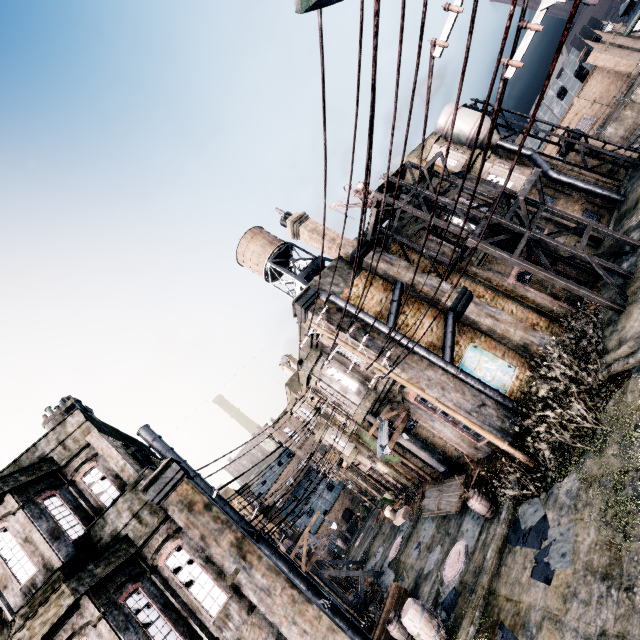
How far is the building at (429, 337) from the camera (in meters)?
15.37

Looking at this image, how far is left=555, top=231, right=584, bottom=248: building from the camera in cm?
1976

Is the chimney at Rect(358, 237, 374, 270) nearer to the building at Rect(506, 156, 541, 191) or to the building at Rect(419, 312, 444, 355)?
the building at Rect(419, 312, 444, 355)

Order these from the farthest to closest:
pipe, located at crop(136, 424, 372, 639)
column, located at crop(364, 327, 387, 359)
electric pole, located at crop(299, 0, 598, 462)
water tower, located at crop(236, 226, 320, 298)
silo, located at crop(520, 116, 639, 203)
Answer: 1. water tower, located at crop(236, 226, 320, 298)
2. silo, located at crop(520, 116, 639, 203)
3. column, located at crop(364, 327, 387, 359)
4. pipe, located at crop(136, 424, 372, 639)
5. electric pole, located at crop(299, 0, 598, 462)

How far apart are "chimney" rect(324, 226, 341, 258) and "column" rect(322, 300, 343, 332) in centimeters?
282cm

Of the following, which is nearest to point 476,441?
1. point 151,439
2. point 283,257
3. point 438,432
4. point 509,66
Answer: point 438,432

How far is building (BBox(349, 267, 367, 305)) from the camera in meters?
16.8
